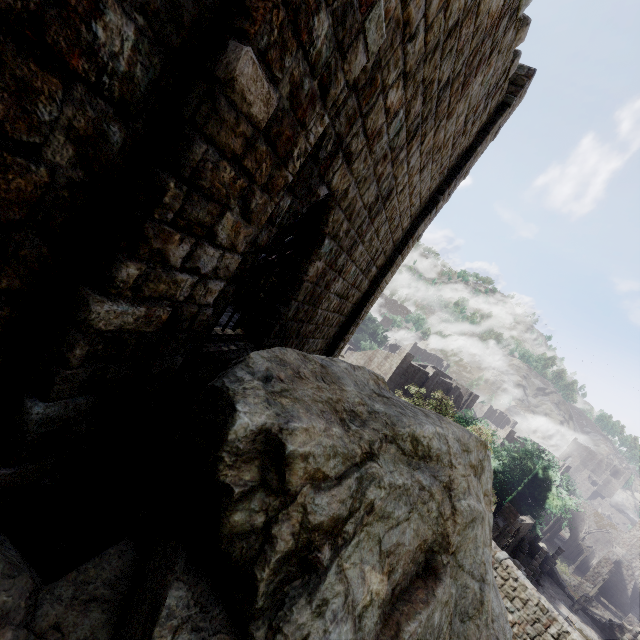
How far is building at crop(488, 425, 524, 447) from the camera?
55.1 meters

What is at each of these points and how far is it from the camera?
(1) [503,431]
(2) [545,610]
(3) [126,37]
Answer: (1) building, 56.1 meters
(2) building, 14.6 meters
(3) building, 1.8 meters

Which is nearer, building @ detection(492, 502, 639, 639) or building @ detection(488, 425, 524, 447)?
building @ detection(492, 502, 639, 639)

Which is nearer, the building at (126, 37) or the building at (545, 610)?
the building at (126, 37)

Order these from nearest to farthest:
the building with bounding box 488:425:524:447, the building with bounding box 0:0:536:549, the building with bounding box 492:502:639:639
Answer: Answer:
the building with bounding box 0:0:536:549
the building with bounding box 492:502:639:639
the building with bounding box 488:425:524:447
